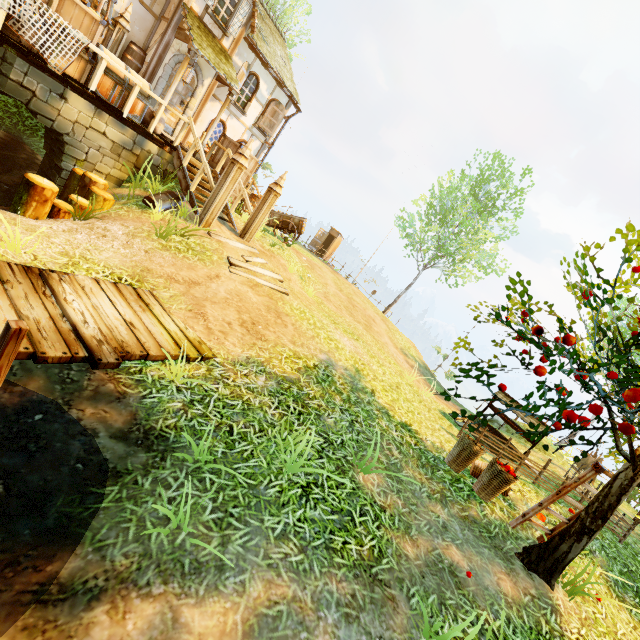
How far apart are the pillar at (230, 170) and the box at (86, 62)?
3.4m

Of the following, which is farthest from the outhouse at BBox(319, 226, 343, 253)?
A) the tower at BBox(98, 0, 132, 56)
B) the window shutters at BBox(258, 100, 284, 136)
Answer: the tower at BBox(98, 0, 132, 56)

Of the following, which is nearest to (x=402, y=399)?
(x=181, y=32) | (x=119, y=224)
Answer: (x=119, y=224)

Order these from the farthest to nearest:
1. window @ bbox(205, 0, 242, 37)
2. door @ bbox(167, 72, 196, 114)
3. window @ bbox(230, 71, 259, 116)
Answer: window @ bbox(230, 71, 259, 116), door @ bbox(167, 72, 196, 114), window @ bbox(205, 0, 242, 37)

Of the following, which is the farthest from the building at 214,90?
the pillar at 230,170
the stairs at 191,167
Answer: the pillar at 230,170

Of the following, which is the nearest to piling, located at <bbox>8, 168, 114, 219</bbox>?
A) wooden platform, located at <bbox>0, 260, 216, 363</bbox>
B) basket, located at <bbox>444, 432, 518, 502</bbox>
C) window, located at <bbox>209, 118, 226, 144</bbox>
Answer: wooden platform, located at <bbox>0, 260, 216, 363</bbox>

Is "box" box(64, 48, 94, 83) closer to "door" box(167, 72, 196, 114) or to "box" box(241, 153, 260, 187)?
"door" box(167, 72, 196, 114)

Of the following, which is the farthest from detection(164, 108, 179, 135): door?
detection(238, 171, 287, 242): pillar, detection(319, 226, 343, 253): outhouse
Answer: detection(319, 226, 343, 253): outhouse
